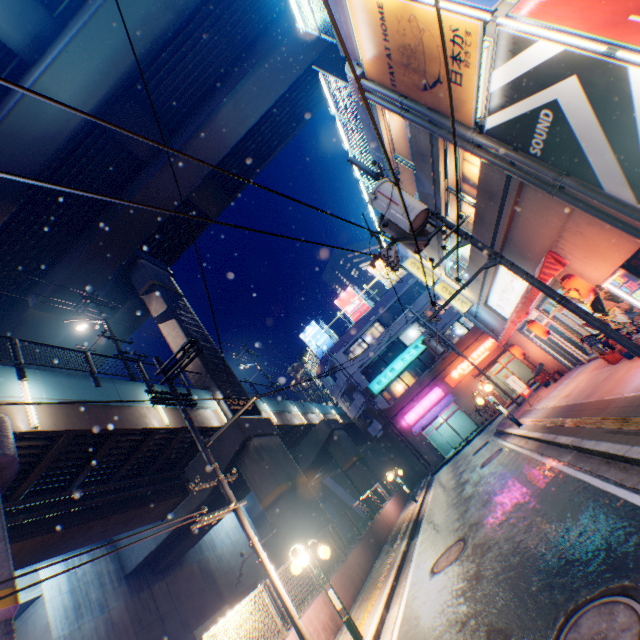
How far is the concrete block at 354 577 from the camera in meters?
10.9 m

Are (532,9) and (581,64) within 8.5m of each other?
yes

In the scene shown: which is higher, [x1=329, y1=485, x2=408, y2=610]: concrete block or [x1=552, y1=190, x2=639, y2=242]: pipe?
[x1=552, y1=190, x2=639, y2=242]: pipe

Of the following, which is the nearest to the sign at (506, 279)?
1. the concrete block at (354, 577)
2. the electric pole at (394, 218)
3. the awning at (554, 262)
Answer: the awning at (554, 262)

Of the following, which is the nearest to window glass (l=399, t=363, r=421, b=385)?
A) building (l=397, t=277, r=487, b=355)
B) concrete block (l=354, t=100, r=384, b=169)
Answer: building (l=397, t=277, r=487, b=355)

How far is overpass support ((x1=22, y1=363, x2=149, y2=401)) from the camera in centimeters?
1063cm

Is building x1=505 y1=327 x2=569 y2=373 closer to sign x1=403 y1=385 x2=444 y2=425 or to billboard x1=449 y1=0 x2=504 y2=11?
billboard x1=449 y1=0 x2=504 y2=11

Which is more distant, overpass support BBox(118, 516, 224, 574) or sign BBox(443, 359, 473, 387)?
sign BBox(443, 359, 473, 387)
